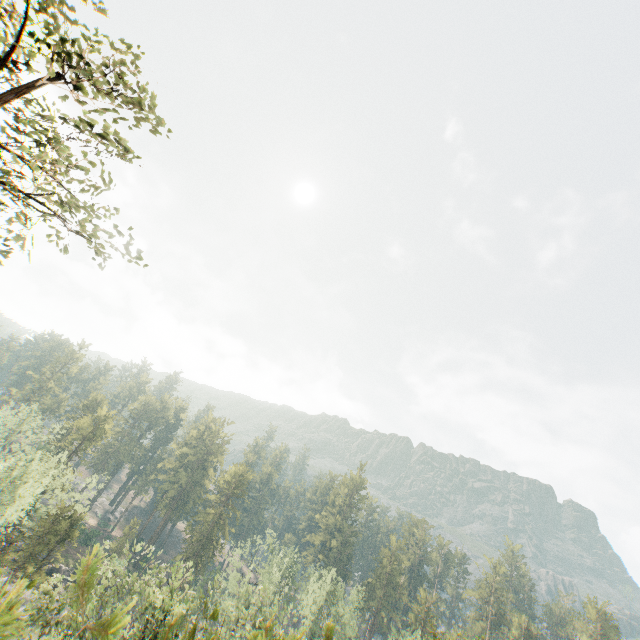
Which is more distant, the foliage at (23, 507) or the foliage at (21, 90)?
the foliage at (21, 90)

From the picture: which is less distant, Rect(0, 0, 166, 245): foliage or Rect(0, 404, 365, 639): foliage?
Rect(0, 404, 365, 639): foliage

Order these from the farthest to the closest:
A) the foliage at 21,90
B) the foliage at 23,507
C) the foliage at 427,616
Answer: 1. the foliage at 427,616
2. the foliage at 21,90
3. the foliage at 23,507

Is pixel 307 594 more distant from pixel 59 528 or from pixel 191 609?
pixel 59 528

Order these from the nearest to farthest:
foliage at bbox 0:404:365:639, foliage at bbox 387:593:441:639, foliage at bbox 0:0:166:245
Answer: foliage at bbox 0:404:365:639, foliage at bbox 0:0:166:245, foliage at bbox 387:593:441:639

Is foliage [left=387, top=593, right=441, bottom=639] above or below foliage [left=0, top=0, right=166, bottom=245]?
below
